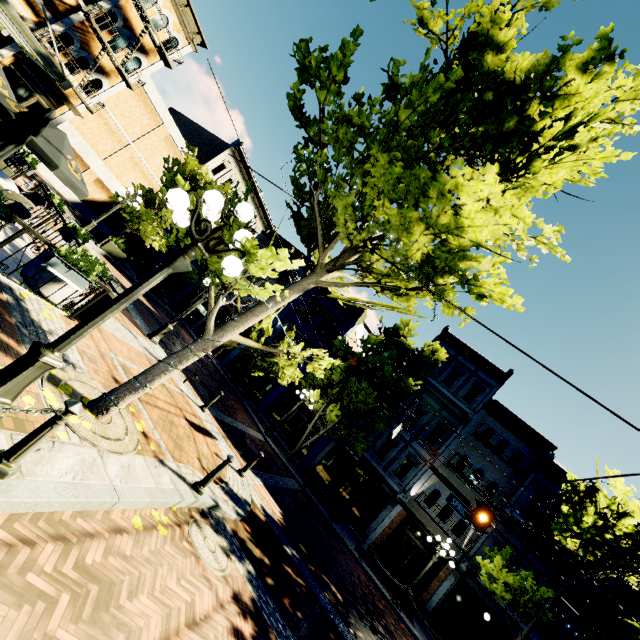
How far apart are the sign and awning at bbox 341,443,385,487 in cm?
562

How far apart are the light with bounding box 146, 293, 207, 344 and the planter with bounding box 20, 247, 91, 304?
4.59m

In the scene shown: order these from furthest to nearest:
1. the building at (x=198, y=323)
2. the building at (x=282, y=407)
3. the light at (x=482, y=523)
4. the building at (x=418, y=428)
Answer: the building at (x=198, y=323) < the building at (x=282, y=407) < the building at (x=418, y=428) < the light at (x=482, y=523)

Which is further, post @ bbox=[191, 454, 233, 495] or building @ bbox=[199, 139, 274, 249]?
building @ bbox=[199, 139, 274, 249]

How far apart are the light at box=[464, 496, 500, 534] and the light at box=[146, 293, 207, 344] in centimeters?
1134cm

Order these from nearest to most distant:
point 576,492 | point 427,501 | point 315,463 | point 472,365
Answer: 1. point 576,492
2. point 427,501
3. point 315,463
4. point 472,365

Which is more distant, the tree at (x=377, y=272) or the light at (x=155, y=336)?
the light at (x=155, y=336)

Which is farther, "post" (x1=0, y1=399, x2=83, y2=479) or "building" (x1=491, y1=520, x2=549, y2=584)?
"building" (x1=491, y1=520, x2=549, y2=584)
